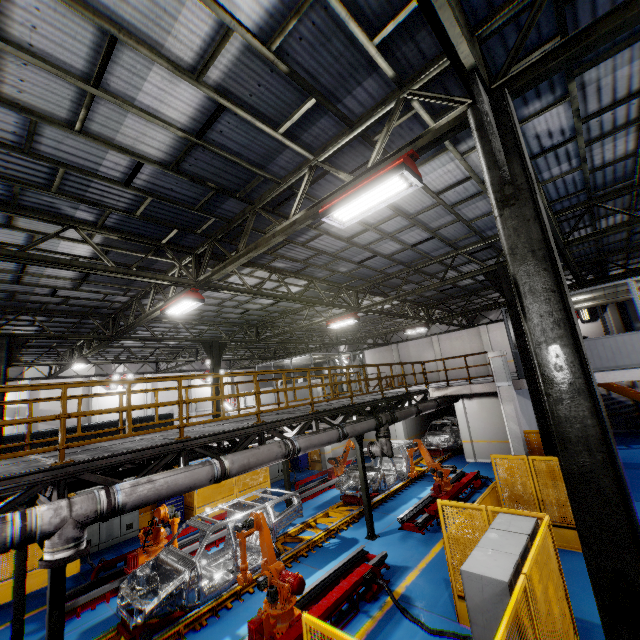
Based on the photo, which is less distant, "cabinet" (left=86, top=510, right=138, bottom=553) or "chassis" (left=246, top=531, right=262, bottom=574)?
"chassis" (left=246, top=531, right=262, bottom=574)

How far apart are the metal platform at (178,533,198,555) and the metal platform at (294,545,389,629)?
4.9 meters

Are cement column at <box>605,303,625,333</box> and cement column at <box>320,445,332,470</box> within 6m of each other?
no

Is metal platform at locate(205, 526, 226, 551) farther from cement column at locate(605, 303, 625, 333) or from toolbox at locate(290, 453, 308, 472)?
cement column at locate(605, 303, 625, 333)

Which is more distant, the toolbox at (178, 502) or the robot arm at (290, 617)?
the toolbox at (178, 502)

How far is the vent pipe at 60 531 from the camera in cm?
451

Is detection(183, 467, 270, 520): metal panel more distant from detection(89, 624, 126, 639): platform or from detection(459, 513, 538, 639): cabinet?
detection(89, 624, 126, 639): platform

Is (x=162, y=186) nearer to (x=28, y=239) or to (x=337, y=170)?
(x=337, y=170)
